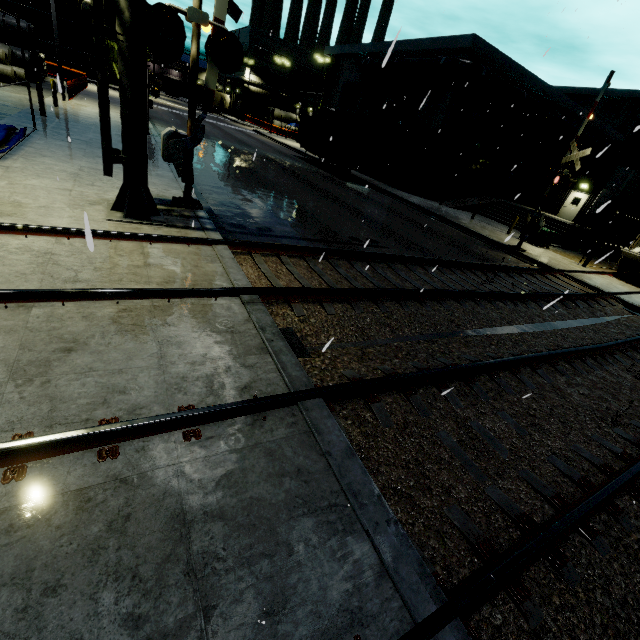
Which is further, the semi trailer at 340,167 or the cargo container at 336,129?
the semi trailer at 340,167

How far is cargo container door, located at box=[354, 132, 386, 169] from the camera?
23.0 meters

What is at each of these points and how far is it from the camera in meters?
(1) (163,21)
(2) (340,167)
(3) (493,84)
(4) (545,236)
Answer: (1) railroad crossing overhang, 5.9 m
(2) semi trailer, 26.5 m
(3) pipe, 23.8 m
(4) electrical box, 19.3 m

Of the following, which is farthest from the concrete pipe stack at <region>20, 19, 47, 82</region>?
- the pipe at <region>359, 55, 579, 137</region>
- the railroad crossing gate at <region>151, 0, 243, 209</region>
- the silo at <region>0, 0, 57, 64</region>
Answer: the railroad crossing gate at <region>151, 0, 243, 209</region>

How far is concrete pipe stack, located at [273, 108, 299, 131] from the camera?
55.41m

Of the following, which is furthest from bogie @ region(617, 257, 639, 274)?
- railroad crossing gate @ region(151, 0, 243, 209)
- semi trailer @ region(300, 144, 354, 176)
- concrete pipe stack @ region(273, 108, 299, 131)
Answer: concrete pipe stack @ region(273, 108, 299, 131)

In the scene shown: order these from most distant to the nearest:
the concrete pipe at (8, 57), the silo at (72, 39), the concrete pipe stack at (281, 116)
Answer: the concrete pipe stack at (281, 116), the silo at (72, 39), the concrete pipe at (8, 57)

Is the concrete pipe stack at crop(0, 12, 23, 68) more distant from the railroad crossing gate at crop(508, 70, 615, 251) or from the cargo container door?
the railroad crossing gate at crop(508, 70, 615, 251)
